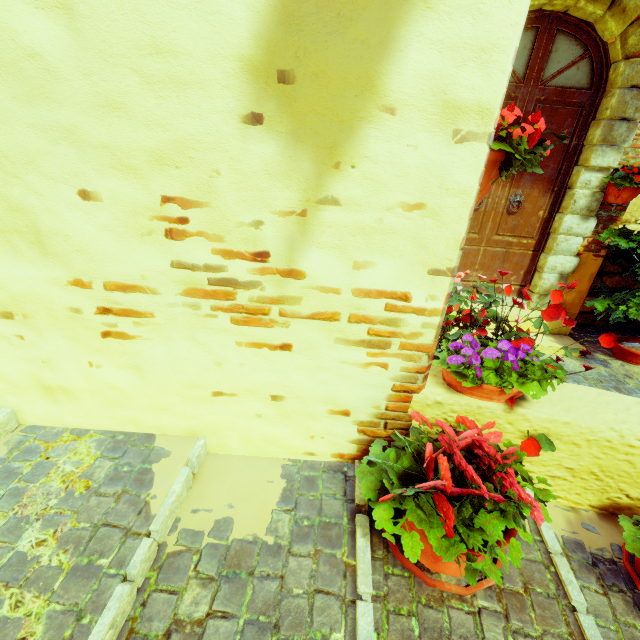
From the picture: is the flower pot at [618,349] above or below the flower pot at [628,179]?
below

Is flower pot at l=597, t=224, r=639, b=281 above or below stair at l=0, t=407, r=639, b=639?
above

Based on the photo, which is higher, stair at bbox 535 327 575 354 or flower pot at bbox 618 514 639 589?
flower pot at bbox 618 514 639 589

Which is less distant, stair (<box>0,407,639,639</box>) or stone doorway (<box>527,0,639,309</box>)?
stair (<box>0,407,639,639</box>)

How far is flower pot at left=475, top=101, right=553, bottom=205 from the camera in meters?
1.1

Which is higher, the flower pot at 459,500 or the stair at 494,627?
the flower pot at 459,500

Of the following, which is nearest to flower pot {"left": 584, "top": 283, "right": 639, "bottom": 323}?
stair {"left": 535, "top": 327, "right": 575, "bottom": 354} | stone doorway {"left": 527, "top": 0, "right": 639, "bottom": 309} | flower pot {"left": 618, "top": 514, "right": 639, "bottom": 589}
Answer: stone doorway {"left": 527, "top": 0, "right": 639, "bottom": 309}

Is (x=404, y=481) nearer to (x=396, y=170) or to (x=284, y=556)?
(x=284, y=556)
